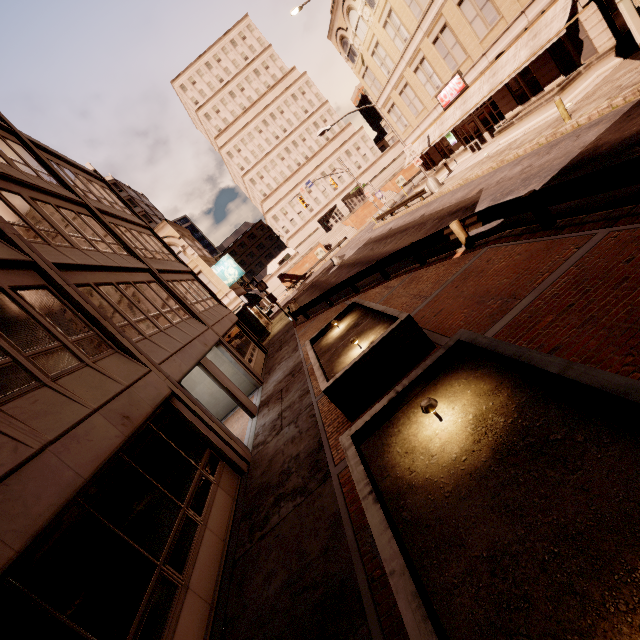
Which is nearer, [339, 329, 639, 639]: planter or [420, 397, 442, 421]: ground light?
[339, 329, 639, 639]: planter

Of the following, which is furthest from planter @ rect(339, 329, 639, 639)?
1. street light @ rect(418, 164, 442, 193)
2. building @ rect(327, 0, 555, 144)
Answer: street light @ rect(418, 164, 442, 193)

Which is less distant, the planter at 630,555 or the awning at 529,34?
the planter at 630,555

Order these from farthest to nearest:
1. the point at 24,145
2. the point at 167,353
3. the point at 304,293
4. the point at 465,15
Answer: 1. the point at 304,293
2. the point at 465,15
3. the point at 24,145
4. the point at 167,353

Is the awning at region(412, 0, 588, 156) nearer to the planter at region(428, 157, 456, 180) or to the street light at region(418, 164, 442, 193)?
the planter at region(428, 157, 456, 180)

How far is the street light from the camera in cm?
2669

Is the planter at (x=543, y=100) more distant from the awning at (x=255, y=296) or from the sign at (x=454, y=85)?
the awning at (x=255, y=296)

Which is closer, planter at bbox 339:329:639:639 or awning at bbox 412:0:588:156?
planter at bbox 339:329:639:639
